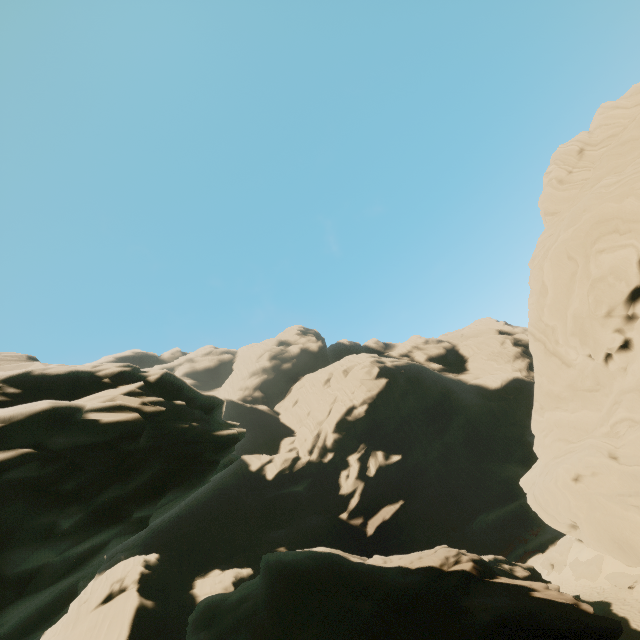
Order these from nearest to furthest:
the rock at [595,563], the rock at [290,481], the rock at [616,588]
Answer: the rock at [290,481], the rock at [616,588], the rock at [595,563]

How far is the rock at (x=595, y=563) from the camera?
22.6 meters

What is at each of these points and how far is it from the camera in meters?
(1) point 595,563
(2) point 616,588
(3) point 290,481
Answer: (1) rock, 23.0
(2) rock, 20.2
(3) rock, 49.0

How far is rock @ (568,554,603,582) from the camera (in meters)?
22.64

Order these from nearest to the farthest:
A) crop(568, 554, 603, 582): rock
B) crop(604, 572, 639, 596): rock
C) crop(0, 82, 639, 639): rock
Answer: crop(0, 82, 639, 639): rock → crop(604, 572, 639, 596): rock → crop(568, 554, 603, 582): rock

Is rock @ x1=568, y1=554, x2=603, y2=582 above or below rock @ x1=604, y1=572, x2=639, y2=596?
above

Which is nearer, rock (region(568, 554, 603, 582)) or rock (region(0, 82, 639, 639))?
rock (region(0, 82, 639, 639))
